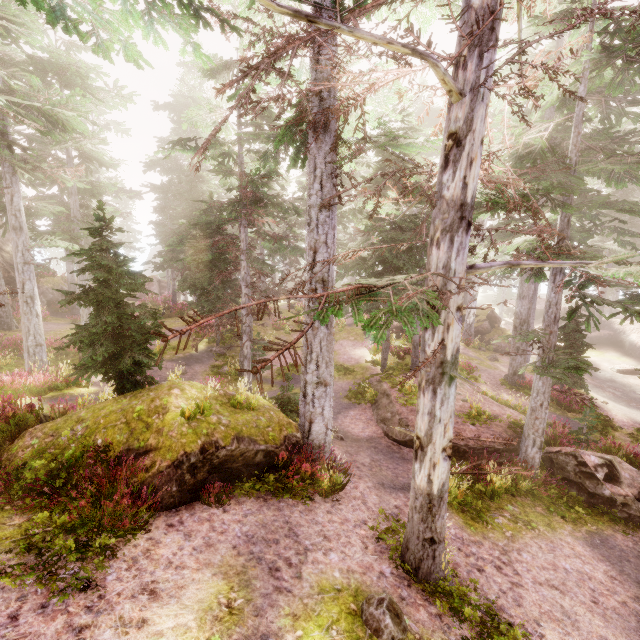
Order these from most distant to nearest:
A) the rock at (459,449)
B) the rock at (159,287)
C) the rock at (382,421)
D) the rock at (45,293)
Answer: the rock at (159,287)
the rock at (45,293)
the rock at (382,421)
the rock at (459,449)

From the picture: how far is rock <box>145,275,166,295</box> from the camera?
41.63m

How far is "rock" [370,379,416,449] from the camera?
11.94m

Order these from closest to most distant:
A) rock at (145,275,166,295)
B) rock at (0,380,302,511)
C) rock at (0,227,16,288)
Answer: rock at (0,380,302,511) → rock at (0,227,16,288) → rock at (145,275,166,295)

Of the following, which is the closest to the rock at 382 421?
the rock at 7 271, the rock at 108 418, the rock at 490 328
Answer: the rock at 108 418

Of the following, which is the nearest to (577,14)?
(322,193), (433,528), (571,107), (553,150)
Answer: (322,193)

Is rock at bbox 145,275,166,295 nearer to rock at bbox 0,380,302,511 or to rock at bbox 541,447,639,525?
rock at bbox 541,447,639,525

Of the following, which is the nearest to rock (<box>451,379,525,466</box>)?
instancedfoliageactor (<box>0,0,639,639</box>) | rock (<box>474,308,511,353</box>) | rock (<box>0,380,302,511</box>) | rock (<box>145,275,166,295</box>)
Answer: instancedfoliageactor (<box>0,0,639,639</box>)
